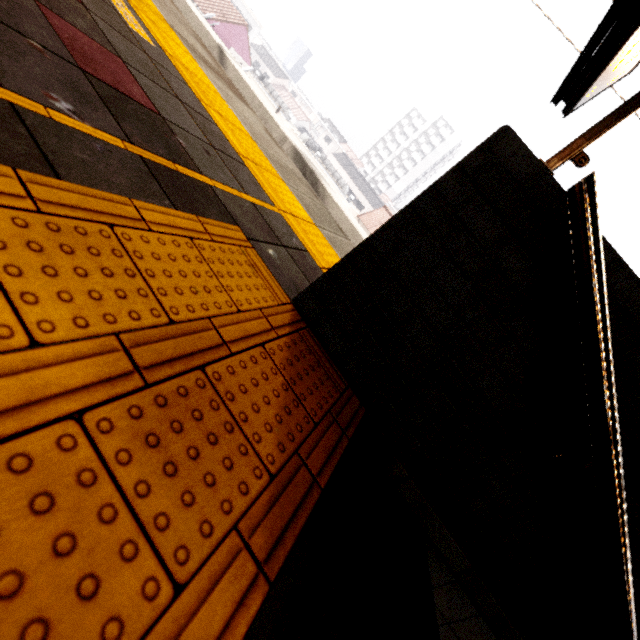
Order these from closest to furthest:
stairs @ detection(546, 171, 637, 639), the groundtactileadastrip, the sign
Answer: the groundtactileadastrip < stairs @ detection(546, 171, 637, 639) < the sign

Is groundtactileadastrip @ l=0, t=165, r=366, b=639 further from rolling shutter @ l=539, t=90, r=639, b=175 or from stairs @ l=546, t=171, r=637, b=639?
rolling shutter @ l=539, t=90, r=639, b=175

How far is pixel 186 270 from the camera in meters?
0.9 m

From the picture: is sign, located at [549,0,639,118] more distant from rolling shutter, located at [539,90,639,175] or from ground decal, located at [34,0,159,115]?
ground decal, located at [34,0,159,115]

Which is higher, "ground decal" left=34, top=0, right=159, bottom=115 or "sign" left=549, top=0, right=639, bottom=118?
"sign" left=549, top=0, right=639, bottom=118

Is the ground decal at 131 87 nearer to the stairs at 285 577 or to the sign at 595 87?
the stairs at 285 577

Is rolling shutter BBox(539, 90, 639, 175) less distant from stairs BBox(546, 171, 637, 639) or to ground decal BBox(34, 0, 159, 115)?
stairs BBox(546, 171, 637, 639)

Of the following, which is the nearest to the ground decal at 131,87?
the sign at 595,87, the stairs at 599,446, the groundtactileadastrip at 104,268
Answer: the groundtactileadastrip at 104,268
